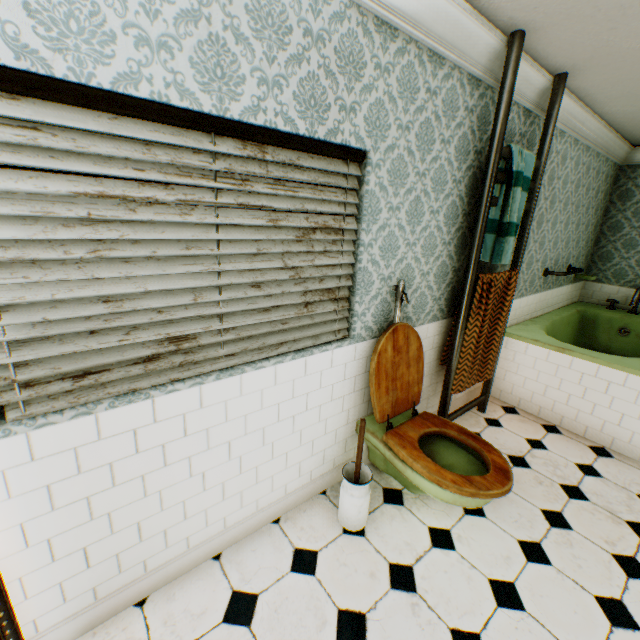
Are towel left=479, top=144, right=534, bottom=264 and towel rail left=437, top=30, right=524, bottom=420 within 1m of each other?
yes

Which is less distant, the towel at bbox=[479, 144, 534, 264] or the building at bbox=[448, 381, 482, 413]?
the towel at bbox=[479, 144, 534, 264]

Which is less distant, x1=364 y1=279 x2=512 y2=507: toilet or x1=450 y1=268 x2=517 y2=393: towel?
x1=364 y1=279 x2=512 y2=507: toilet

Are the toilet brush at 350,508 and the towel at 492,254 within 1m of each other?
no

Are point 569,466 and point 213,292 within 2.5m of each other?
no

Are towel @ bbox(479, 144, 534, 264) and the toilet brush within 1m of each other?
no

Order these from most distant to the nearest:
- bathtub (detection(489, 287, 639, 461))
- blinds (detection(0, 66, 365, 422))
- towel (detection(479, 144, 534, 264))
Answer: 1. bathtub (detection(489, 287, 639, 461))
2. towel (detection(479, 144, 534, 264))
3. blinds (detection(0, 66, 365, 422))

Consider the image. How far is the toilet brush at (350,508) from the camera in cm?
204
